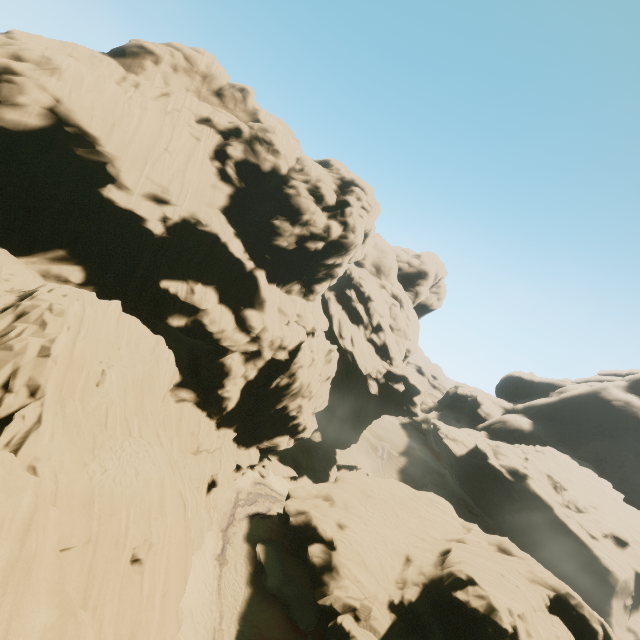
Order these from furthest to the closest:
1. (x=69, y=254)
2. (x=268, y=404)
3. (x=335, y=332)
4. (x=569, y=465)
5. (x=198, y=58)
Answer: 1. (x=569, y=465)
2. (x=335, y=332)
3. (x=198, y=58)
4. (x=268, y=404)
5. (x=69, y=254)
